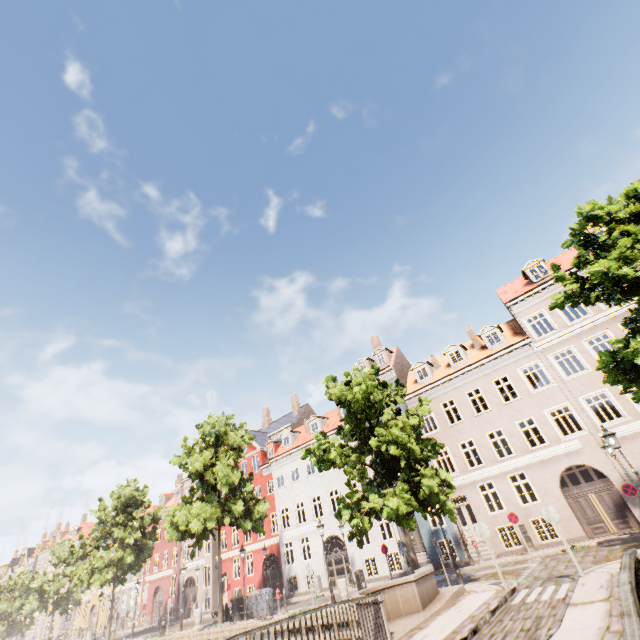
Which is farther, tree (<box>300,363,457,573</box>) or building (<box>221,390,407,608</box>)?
building (<box>221,390,407,608</box>)

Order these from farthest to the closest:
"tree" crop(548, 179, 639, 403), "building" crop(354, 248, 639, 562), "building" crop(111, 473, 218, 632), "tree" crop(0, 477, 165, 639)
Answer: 1. "building" crop(111, 473, 218, 632)
2. "tree" crop(0, 477, 165, 639)
3. "building" crop(354, 248, 639, 562)
4. "tree" crop(548, 179, 639, 403)

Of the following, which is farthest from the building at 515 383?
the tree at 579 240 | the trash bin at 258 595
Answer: the trash bin at 258 595

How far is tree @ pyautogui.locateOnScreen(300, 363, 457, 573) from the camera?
13.86m

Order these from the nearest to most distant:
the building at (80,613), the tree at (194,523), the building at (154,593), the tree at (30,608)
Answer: the tree at (194,523) → the tree at (30,608) → the building at (154,593) → the building at (80,613)

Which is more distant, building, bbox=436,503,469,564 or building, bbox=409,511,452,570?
building, bbox=409,511,452,570

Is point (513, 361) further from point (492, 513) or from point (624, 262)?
point (624, 262)
